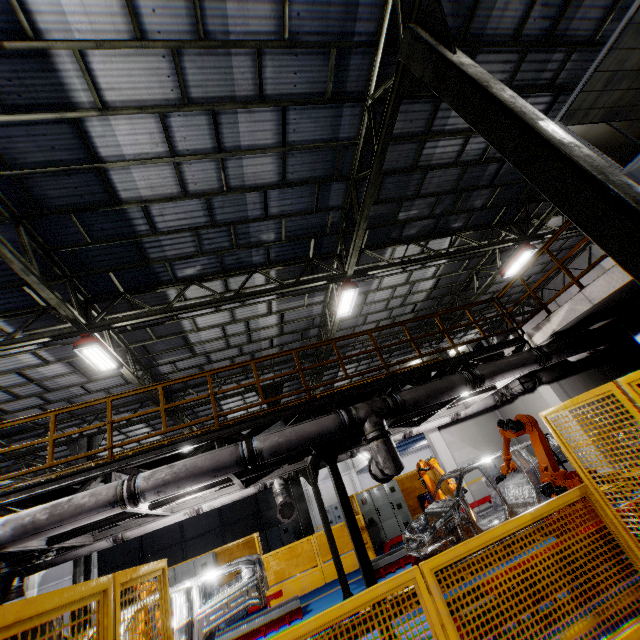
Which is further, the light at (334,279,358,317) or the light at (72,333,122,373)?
the light at (334,279,358,317)

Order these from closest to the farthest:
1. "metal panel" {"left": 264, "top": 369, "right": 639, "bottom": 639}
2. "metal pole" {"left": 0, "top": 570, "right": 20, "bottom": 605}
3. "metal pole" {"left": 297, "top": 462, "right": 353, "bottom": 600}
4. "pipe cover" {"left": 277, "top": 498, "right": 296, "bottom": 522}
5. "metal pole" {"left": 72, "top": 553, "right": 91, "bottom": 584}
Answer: "metal panel" {"left": 264, "top": 369, "right": 639, "bottom": 639} < "metal pole" {"left": 0, "top": 570, "right": 20, "bottom": 605} < "metal pole" {"left": 297, "top": 462, "right": 353, "bottom": 600} < "pipe cover" {"left": 277, "top": 498, "right": 296, "bottom": 522} < "metal pole" {"left": 72, "top": 553, "right": 91, "bottom": 584}

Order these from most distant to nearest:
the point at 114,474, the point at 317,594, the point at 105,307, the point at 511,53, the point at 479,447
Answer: the point at 479,447 < the point at 317,594 < the point at 105,307 < the point at 511,53 < the point at 114,474

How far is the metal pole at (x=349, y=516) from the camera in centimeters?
549cm

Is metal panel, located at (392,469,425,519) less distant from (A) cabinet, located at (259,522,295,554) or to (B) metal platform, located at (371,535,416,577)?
(B) metal platform, located at (371,535,416,577)

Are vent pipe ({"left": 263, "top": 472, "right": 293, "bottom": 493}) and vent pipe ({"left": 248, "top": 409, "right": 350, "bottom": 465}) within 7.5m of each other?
yes

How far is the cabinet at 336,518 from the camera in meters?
25.6

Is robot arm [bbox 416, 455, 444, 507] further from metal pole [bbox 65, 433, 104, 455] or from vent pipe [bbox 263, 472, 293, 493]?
metal pole [bbox 65, 433, 104, 455]
